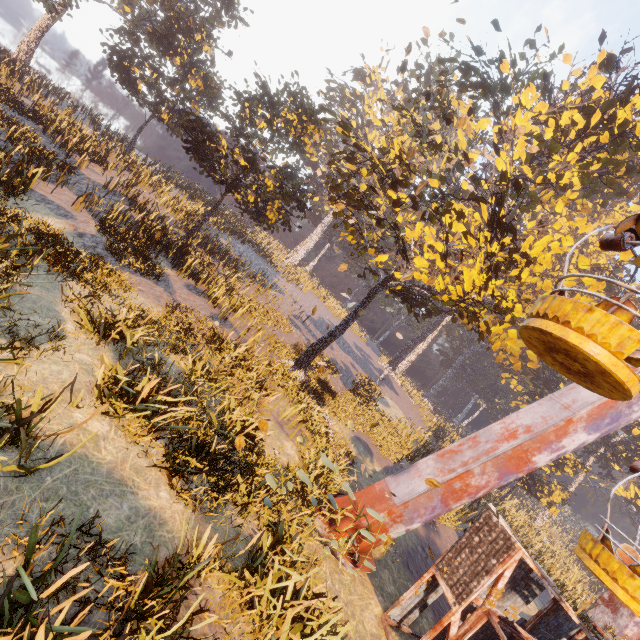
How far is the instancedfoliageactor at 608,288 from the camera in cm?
1200

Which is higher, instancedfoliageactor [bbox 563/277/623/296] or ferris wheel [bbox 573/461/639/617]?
instancedfoliageactor [bbox 563/277/623/296]

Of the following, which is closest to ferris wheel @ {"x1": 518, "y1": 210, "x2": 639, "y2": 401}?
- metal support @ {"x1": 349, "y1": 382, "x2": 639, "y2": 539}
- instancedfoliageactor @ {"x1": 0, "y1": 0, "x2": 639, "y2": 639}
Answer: metal support @ {"x1": 349, "y1": 382, "x2": 639, "y2": 539}

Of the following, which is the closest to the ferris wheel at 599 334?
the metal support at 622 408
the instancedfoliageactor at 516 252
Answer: the metal support at 622 408

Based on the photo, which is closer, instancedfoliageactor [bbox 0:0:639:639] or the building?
instancedfoliageactor [bbox 0:0:639:639]

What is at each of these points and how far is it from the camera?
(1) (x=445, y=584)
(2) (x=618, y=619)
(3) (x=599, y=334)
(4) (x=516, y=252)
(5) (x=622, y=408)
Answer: (1) building, 7.8 meters
(2) metal support, 13.7 meters
(3) ferris wheel, 4.0 meters
(4) instancedfoliageactor, 12.6 meters
(5) metal support, 9.2 meters

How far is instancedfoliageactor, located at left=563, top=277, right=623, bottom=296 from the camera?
12.0 meters

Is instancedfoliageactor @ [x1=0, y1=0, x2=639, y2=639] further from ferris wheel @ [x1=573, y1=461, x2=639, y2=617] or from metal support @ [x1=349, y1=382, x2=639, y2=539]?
ferris wheel @ [x1=573, y1=461, x2=639, y2=617]
